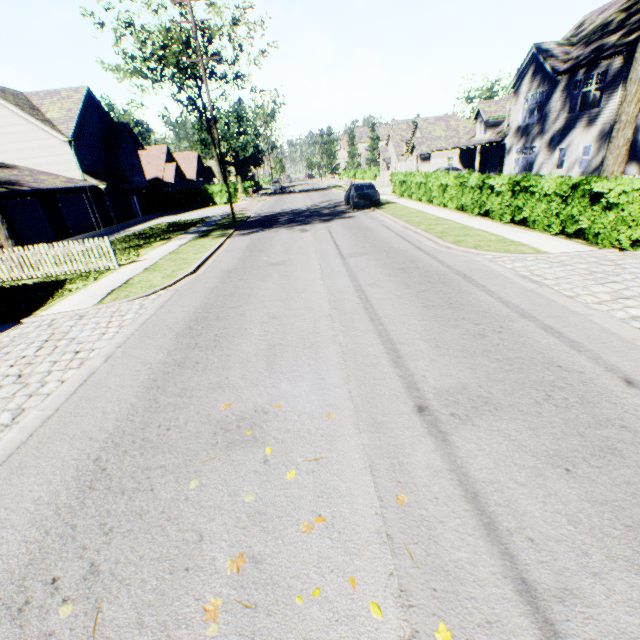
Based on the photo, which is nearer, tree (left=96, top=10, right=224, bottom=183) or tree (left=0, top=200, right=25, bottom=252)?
tree (left=0, top=200, right=25, bottom=252)

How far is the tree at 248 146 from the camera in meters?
53.1

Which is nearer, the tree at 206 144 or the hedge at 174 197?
the tree at 206 144

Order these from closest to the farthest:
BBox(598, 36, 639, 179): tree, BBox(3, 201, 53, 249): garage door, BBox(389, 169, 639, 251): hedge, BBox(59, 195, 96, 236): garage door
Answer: BBox(389, 169, 639, 251): hedge → BBox(598, 36, 639, 179): tree → BBox(3, 201, 53, 249): garage door → BBox(59, 195, 96, 236): garage door

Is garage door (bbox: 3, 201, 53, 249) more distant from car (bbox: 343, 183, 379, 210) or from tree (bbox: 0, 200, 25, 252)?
car (bbox: 343, 183, 379, 210)

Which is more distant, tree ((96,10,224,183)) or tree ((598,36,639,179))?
tree ((96,10,224,183))

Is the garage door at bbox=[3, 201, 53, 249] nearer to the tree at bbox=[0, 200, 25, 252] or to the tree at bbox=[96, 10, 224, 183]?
the tree at bbox=[0, 200, 25, 252]

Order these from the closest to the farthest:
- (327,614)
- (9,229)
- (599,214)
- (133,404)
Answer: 1. (327,614)
2. (133,404)
3. (599,214)
4. (9,229)
